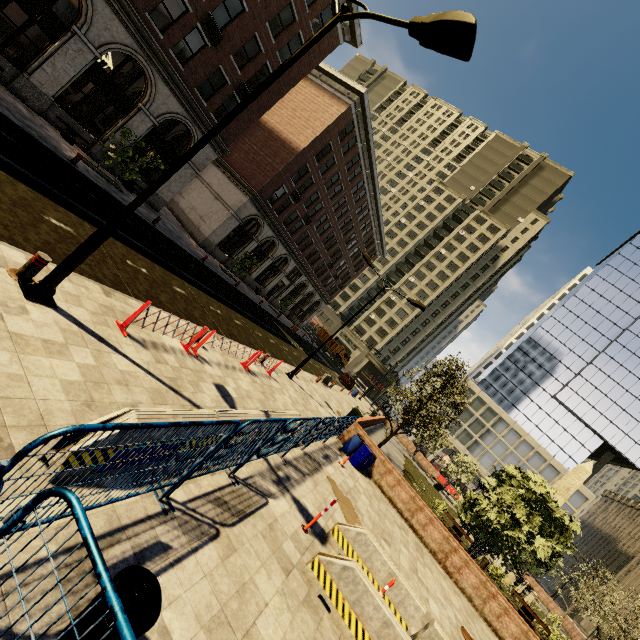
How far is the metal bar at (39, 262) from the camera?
→ 5.6m

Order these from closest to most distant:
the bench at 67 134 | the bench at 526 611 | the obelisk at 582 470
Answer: the bench at 67 134
the bench at 526 611
the obelisk at 582 470

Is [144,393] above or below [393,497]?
below

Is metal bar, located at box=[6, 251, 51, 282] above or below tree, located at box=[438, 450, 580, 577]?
below

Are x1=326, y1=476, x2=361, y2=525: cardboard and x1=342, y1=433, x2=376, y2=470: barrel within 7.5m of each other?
yes

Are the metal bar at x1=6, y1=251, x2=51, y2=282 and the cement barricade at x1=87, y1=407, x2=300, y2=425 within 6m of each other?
yes

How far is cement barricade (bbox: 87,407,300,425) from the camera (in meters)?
3.96

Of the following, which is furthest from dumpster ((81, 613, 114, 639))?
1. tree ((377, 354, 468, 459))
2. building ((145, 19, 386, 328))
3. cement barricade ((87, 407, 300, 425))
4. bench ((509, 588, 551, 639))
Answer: building ((145, 19, 386, 328))
